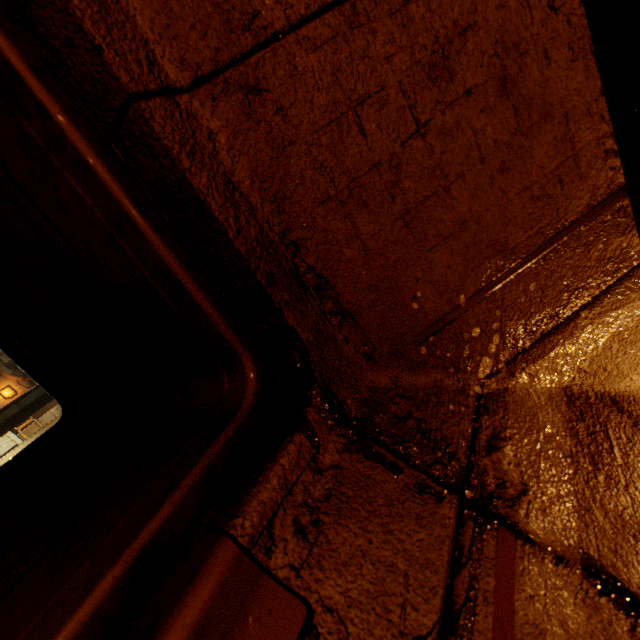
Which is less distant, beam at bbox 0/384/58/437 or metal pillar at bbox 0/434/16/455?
beam at bbox 0/384/58/437

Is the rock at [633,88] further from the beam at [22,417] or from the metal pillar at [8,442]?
the metal pillar at [8,442]

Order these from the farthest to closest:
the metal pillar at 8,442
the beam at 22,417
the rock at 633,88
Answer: the metal pillar at 8,442 → the beam at 22,417 → the rock at 633,88

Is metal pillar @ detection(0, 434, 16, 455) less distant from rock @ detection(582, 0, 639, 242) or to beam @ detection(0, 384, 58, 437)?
beam @ detection(0, 384, 58, 437)

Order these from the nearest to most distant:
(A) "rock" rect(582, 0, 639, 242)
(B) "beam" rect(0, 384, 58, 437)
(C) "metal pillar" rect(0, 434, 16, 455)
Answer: (A) "rock" rect(582, 0, 639, 242) < (B) "beam" rect(0, 384, 58, 437) < (C) "metal pillar" rect(0, 434, 16, 455)

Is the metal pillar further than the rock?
Yes

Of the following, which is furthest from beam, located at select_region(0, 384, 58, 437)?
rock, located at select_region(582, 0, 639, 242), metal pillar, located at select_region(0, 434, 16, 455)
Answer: rock, located at select_region(582, 0, 639, 242)

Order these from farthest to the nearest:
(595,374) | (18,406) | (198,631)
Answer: (18,406), (595,374), (198,631)
